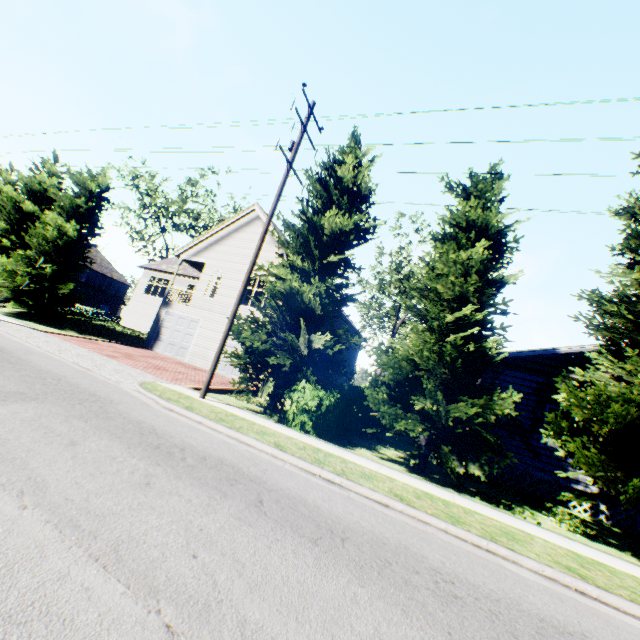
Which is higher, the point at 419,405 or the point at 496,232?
the point at 496,232

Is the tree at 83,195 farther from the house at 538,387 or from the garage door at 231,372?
the house at 538,387

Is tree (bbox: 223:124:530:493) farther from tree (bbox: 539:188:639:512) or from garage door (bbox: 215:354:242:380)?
tree (bbox: 539:188:639:512)

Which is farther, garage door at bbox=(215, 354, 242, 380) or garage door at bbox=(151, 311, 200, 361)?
garage door at bbox=(151, 311, 200, 361)

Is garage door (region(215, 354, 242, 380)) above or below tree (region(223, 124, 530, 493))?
below

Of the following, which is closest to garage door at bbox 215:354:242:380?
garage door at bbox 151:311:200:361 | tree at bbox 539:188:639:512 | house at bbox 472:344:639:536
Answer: garage door at bbox 151:311:200:361

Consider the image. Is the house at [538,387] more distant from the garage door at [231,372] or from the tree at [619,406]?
the garage door at [231,372]

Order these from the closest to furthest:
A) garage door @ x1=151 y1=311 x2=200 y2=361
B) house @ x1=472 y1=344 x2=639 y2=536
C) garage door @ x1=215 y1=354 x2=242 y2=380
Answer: house @ x1=472 y1=344 x2=639 y2=536 → garage door @ x1=215 y1=354 x2=242 y2=380 → garage door @ x1=151 y1=311 x2=200 y2=361
